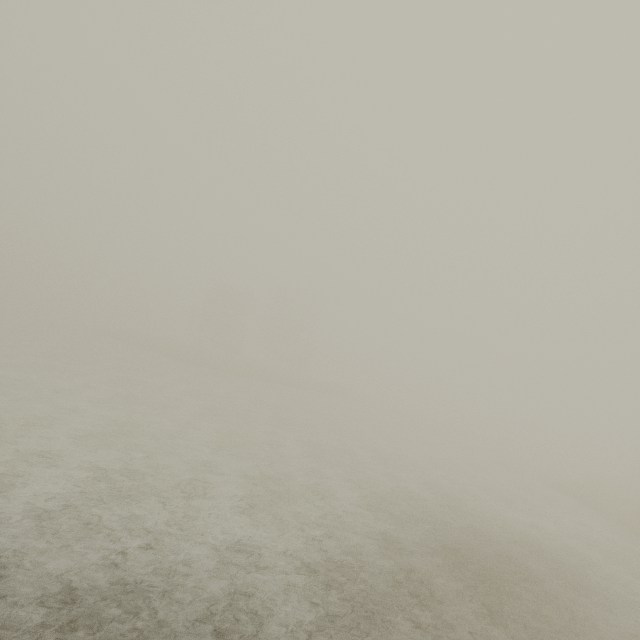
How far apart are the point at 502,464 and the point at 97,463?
32.22m
